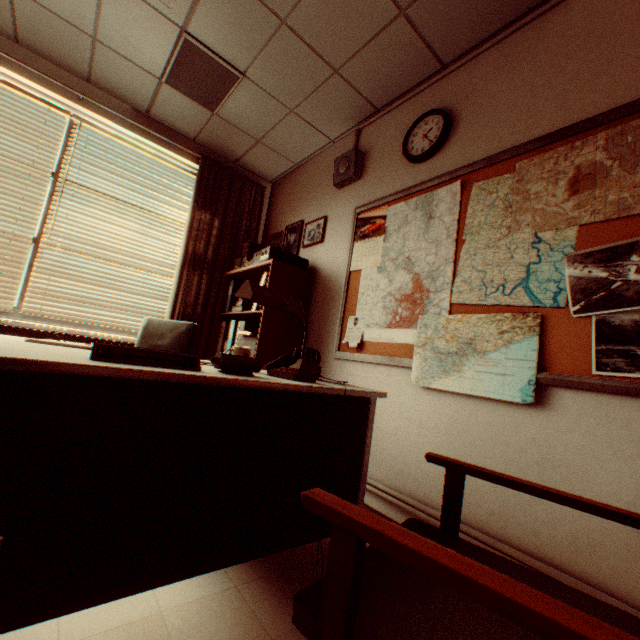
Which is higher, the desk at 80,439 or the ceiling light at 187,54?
the ceiling light at 187,54

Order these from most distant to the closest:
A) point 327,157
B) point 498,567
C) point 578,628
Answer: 1. point 327,157
2. point 498,567
3. point 578,628

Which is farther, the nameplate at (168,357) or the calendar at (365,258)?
the calendar at (365,258)

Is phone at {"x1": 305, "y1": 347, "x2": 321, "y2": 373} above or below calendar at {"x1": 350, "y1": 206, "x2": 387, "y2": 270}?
below

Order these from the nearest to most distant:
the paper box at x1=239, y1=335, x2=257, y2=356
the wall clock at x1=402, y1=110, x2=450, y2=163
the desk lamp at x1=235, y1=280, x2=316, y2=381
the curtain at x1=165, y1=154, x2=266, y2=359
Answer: the desk lamp at x1=235, y1=280, x2=316, y2=381 < the wall clock at x1=402, y1=110, x2=450, y2=163 < the paper box at x1=239, y1=335, x2=257, y2=356 < the curtain at x1=165, y1=154, x2=266, y2=359

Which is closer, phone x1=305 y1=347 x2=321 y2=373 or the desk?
the desk

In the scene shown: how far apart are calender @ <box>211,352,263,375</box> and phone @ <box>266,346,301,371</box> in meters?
0.4

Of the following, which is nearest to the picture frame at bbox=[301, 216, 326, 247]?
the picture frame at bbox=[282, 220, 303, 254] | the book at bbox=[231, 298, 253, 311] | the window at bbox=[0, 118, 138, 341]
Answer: the picture frame at bbox=[282, 220, 303, 254]
